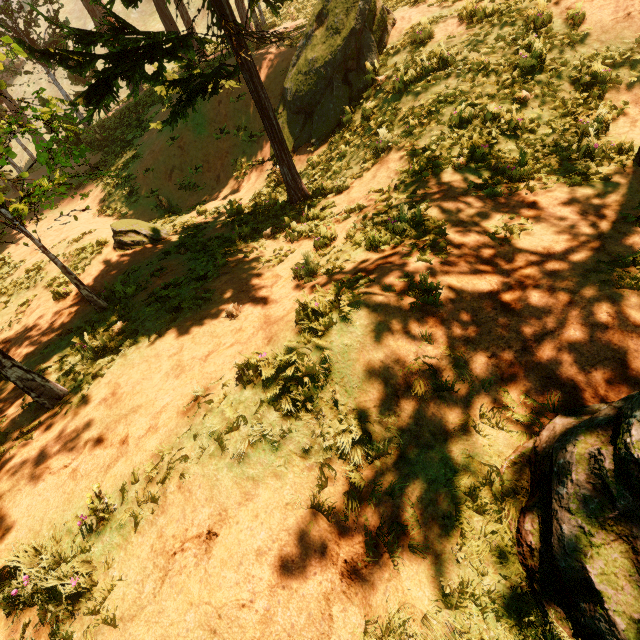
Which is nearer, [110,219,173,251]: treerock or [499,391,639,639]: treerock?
[499,391,639,639]: treerock

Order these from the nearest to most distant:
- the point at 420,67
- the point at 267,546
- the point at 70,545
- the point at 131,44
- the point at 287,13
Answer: the point at 267,546 < the point at 70,545 < the point at 131,44 < the point at 420,67 < the point at 287,13

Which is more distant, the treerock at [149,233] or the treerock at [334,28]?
the treerock at [149,233]

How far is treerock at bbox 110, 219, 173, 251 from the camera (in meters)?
11.03

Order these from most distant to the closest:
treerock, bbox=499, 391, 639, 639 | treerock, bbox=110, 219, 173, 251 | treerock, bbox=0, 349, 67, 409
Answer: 1. treerock, bbox=110, 219, 173, 251
2. treerock, bbox=0, 349, 67, 409
3. treerock, bbox=499, 391, 639, 639

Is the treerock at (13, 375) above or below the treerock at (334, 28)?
below
